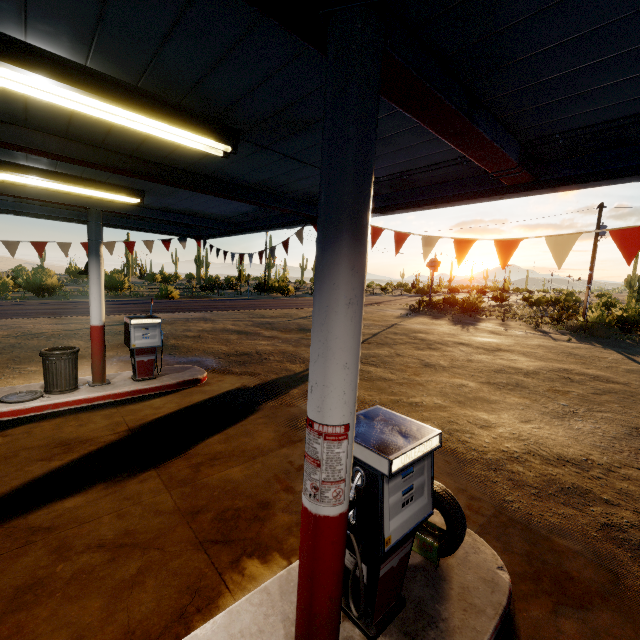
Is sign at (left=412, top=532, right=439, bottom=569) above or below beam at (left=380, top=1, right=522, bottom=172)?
below

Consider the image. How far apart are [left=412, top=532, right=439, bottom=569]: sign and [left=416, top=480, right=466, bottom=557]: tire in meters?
0.0

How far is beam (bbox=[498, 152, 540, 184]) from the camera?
3.36m

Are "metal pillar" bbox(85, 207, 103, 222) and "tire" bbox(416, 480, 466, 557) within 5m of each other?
no

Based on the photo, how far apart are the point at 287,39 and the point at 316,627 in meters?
3.5

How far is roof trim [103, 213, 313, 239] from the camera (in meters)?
7.11

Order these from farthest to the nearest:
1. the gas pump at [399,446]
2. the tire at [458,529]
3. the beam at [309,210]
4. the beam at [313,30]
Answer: the beam at [309,210], the tire at [458,529], the gas pump at [399,446], the beam at [313,30]

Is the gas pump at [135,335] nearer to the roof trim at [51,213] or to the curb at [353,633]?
the roof trim at [51,213]
